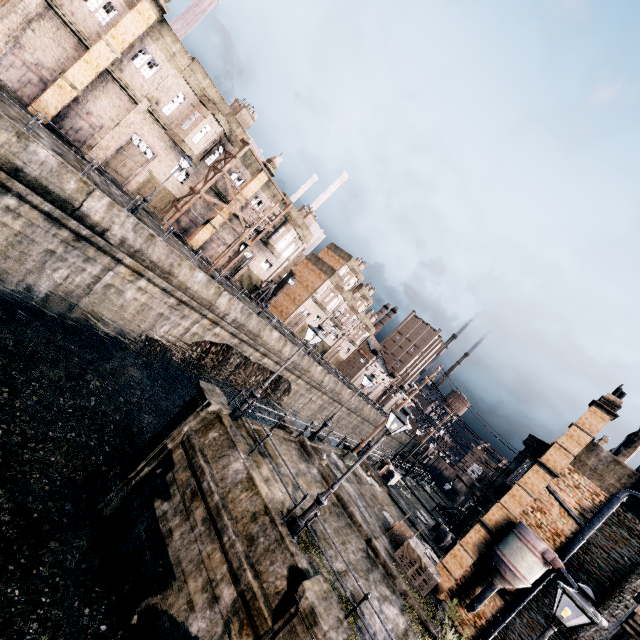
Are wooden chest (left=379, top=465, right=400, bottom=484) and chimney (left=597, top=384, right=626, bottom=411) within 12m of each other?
no

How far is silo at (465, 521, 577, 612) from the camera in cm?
1504

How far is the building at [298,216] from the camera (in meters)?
41.03

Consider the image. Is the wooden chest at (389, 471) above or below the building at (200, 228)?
below

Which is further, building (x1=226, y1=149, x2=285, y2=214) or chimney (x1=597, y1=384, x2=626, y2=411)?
building (x1=226, y1=149, x2=285, y2=214)

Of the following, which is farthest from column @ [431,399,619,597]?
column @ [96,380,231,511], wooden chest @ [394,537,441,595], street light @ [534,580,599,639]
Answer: column @ [96,380,231,511]

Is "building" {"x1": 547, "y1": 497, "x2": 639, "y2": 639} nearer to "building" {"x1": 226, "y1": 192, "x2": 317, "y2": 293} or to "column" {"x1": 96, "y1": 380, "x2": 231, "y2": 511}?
"column" {"x1": 96, "y1": 380, "x2": 231, "y2": 511}

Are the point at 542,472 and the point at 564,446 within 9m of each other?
yes
